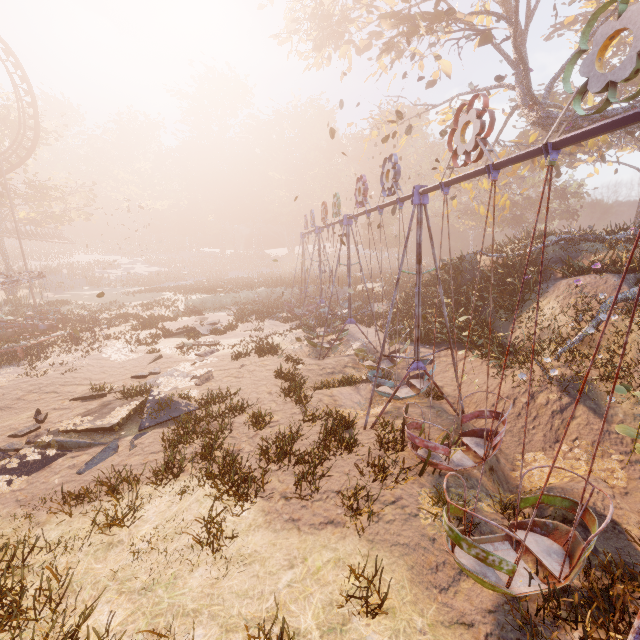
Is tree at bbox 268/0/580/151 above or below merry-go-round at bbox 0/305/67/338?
above

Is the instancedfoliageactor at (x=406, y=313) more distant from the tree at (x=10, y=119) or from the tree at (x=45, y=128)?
the tree at (x=45, y=128)

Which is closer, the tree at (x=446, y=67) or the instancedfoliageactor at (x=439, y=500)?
the instancedfoliageactor at (x=439, y=500)

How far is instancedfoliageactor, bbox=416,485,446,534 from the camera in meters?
5.6

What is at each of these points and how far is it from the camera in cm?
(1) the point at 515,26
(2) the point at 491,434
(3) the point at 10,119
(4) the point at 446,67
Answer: (1) tree, 1391
(2) swing, 759
(3) tree, 3148
(4) tree, 1731

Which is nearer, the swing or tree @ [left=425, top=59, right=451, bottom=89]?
the swing

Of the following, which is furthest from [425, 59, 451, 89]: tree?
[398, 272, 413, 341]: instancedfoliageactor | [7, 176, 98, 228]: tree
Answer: [7, 176, 98, 228]: tree

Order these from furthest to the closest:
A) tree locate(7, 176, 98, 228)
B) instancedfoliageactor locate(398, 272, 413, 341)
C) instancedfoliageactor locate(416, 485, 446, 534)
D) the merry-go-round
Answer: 1. tree locate(7, 176, 98, 228)
2. instancedfoliageactor locate(398, 272, 413, 341)
3. the merry-go-round
4. instancedfoliageactor locate(416, 485, 446, 534)
